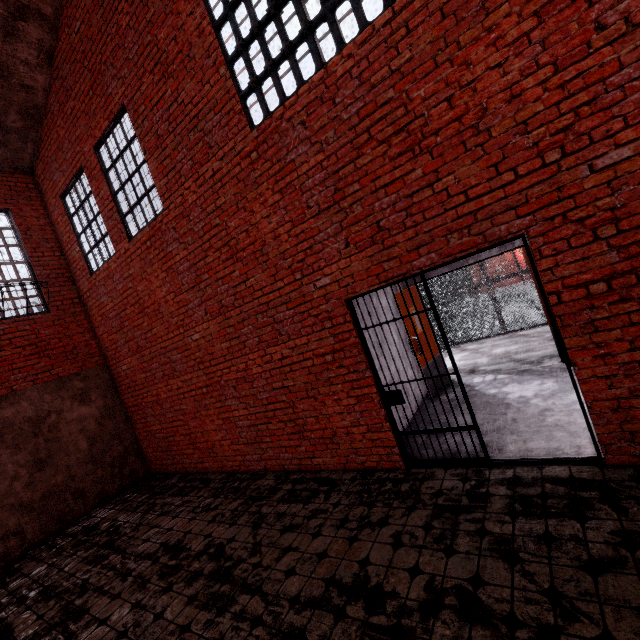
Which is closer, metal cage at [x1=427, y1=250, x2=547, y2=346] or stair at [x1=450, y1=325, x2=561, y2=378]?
stair at [x1=450, y1=325, x2=561, y2=378]

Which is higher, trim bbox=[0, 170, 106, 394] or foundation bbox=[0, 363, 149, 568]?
trim bbox=[0, 170, 106, 394]

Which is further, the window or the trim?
the trim

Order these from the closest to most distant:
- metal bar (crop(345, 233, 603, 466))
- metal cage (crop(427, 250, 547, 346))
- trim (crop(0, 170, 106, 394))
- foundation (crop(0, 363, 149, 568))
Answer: metal bar (crop(345, 233, 603, 466)) → foundation (crop(0, 363, 149, 568)) → trim (crop(0, 170, 106, 394)) → metal cage (crop(427, 250, 547, 346))

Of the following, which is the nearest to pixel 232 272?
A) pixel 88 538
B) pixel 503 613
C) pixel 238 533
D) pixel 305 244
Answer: pixel 305 244

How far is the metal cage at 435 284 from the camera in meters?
8.5

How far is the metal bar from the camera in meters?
3.2 m

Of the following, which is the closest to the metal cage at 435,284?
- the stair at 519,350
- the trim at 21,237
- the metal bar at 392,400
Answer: the stair at 519,350
